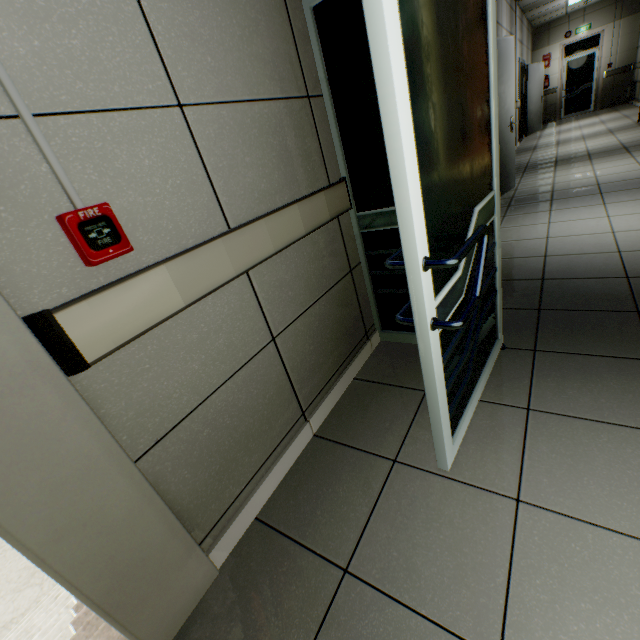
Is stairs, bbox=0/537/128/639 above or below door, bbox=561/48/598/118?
below

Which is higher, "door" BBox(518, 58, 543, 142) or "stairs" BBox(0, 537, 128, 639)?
"door" BBox(518, 58, 543, 142)

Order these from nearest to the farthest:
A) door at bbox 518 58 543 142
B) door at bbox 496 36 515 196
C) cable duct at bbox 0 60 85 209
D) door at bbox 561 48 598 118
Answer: cable duct at bbox 0 60 85 209 → door at bbox 496 36 515 196 → door at bbox 518 58 543 142 → door at bbox 561 48 598 118

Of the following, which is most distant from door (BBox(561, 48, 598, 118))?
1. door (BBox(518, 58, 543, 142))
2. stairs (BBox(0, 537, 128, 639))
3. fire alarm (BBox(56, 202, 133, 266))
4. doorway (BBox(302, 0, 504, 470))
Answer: stairs (BBox(0, 537, 128, 639))

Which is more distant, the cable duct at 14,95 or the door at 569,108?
the door at 569,108

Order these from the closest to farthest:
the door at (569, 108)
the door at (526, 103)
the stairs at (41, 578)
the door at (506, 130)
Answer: the stairs at (41, 578) < the door at (506, 130) < the door at (526, 103) < the door at (569, 108)

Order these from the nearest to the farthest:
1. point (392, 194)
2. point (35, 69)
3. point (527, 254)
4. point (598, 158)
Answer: point (35, 69) → point (392, 194) → point (527, 254) → point (598, 158)

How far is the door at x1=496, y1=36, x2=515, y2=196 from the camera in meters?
4.3 m
